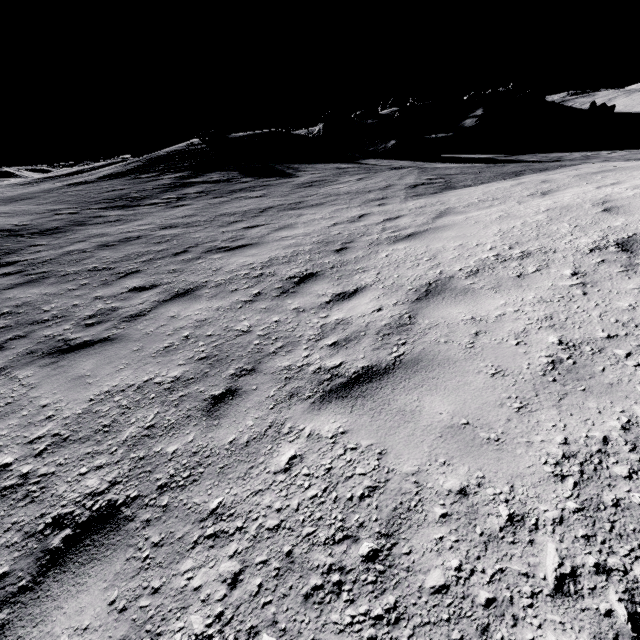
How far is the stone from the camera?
28.50m

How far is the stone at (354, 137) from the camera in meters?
28.5

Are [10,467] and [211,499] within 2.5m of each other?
yes
